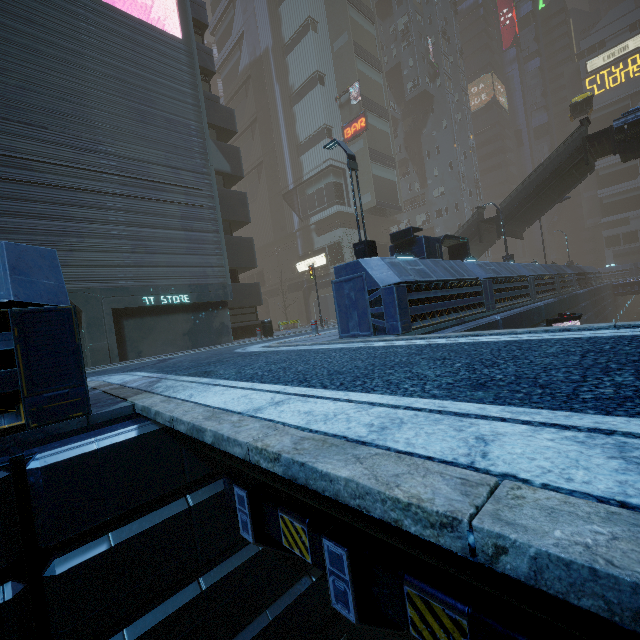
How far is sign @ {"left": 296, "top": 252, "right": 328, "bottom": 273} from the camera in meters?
36.7

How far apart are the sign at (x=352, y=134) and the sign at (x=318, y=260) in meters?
12.7 m

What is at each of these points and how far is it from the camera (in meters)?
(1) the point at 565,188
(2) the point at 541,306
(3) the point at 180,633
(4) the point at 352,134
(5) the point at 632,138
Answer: (1) stairs, 23.17
(2) building, 14.84
(3) building, 3.37
(4) sign, 36.38
(5) bridge, 18.23

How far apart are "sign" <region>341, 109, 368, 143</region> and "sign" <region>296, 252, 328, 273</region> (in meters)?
12.73

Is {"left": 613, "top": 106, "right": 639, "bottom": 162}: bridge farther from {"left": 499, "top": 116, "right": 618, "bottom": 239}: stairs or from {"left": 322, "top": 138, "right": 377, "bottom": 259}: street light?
{"left": 322, "top": 138, "right": 377, "bottom": 259}: street light

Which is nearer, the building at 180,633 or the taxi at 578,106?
the building at 180,633

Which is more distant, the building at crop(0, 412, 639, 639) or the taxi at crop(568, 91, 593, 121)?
the taxi at crop(568, 91, 593, 121)

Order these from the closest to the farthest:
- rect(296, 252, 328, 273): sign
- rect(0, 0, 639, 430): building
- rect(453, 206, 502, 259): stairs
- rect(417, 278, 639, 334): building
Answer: rect(0, 0, 639, 430): building < rect(417, 278, 639, 334): building < rect(453, 206, 502, 259): stairs < rect(296, 252, 328, 273): sign
